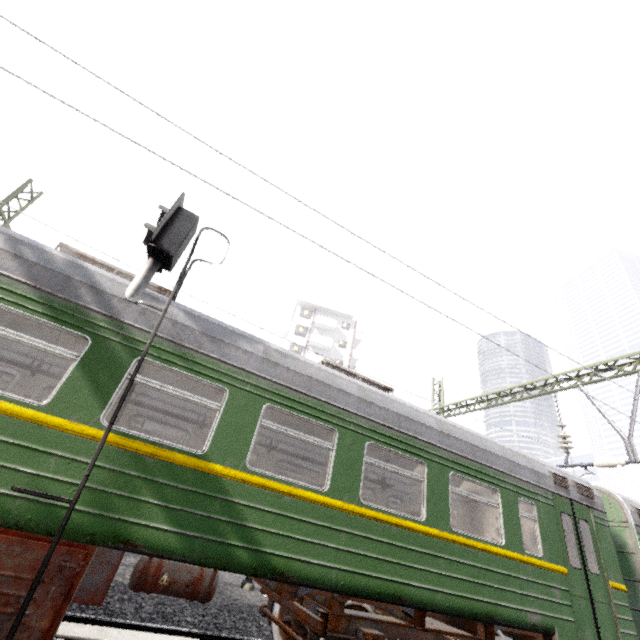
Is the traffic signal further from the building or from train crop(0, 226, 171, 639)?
the building

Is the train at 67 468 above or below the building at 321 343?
below

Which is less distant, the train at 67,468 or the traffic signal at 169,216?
the train at 67,468

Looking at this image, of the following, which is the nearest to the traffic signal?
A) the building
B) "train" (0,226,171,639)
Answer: "train" (0,226,171,639)

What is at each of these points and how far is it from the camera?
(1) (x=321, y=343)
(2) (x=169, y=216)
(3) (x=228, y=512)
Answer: (1) building, 41.66m
(2) traffic signal, 5.19m
(3) train, 4.00m
